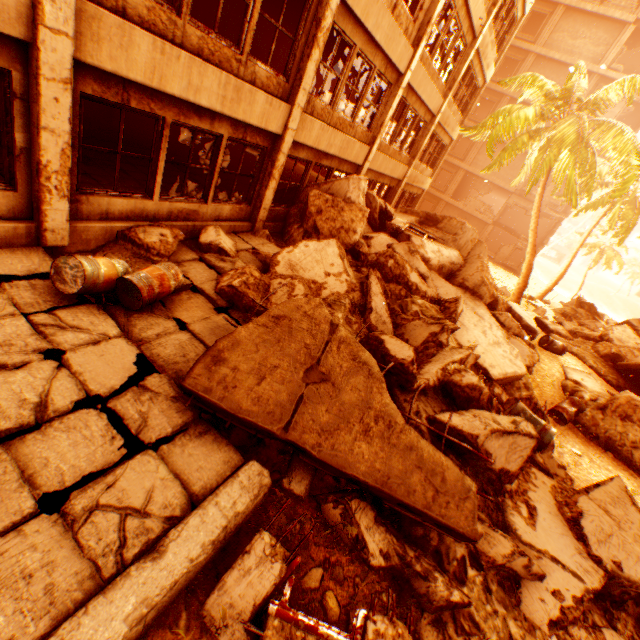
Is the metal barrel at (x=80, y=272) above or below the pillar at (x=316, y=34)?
below

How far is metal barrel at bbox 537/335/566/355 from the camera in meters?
12.2

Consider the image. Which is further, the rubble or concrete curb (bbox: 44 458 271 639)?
the rubble

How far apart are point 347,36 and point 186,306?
7.84m

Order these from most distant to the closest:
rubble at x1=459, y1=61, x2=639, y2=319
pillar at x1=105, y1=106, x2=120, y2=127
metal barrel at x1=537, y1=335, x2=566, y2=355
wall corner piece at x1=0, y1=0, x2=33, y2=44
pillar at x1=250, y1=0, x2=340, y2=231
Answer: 1. rubble at x1=459, y1=61, x2=639, y2=319
2. metal barrel at x1=537, y1=335, x2=566, y2=355
3. pillar at x1=105, y1=106, x2=120, y2=127
4. pillar at x1=250, y1=0, x2=340, y2=231
5. wall corner piece at x1=0, y1=0, x2=33, y2=44

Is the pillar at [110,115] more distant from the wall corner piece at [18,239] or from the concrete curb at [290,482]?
the concrete curb at [290,482]

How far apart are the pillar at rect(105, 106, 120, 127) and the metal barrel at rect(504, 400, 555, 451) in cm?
1497

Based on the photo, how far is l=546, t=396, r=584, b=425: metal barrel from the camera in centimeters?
926cm
